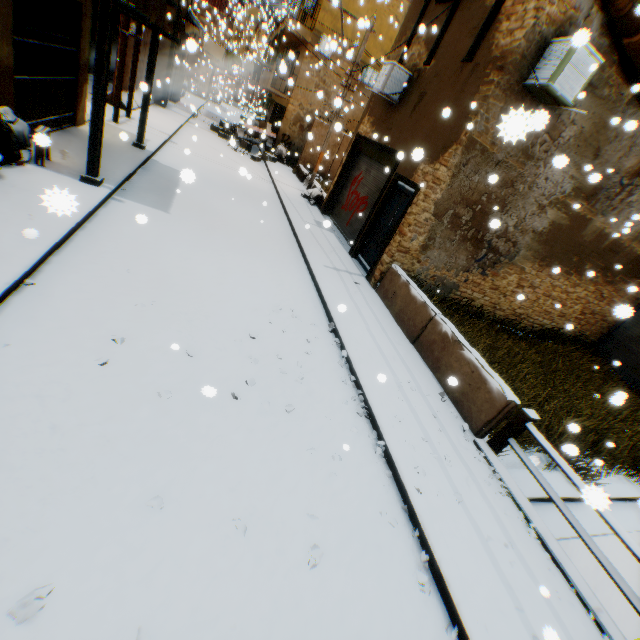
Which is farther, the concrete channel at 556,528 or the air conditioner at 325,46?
the air conditioner at 325,46

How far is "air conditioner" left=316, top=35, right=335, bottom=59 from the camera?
6.84m

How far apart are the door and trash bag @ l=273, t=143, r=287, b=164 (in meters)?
12.21

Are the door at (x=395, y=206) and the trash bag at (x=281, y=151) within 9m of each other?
no

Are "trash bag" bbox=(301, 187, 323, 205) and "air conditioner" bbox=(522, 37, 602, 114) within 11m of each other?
Result: yes

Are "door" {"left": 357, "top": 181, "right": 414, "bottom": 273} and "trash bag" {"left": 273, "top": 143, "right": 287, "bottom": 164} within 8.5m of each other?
no

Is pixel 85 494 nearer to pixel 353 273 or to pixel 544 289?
pixel 353 273

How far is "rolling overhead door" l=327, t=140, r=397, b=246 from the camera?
10.7m
